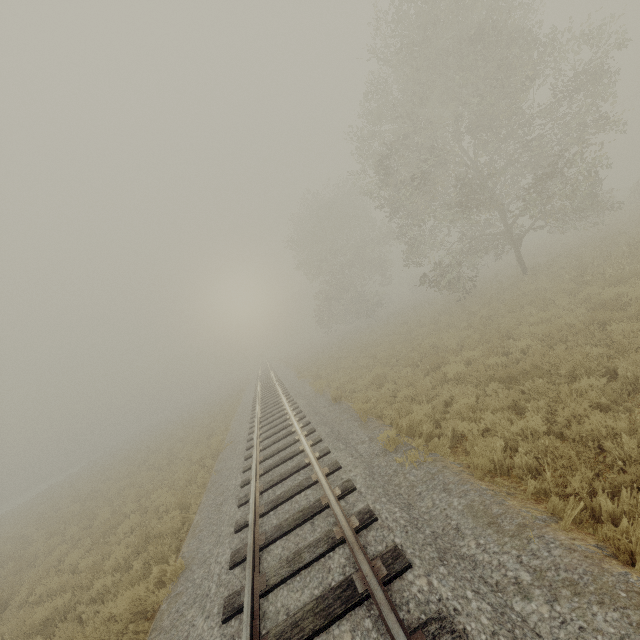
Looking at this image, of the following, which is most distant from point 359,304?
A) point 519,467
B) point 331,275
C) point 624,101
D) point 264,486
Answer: point 624,101
